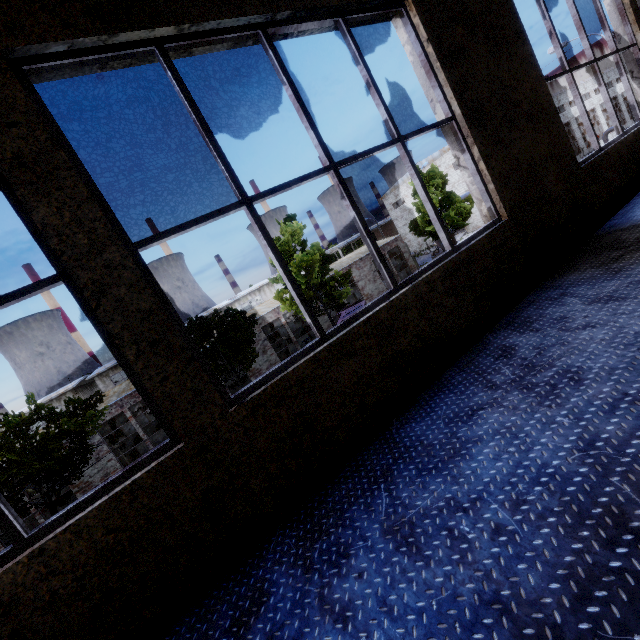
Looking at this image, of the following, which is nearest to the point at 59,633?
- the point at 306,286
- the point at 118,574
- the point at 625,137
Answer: the point at 118,574

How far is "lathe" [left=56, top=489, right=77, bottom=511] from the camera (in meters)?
19.89

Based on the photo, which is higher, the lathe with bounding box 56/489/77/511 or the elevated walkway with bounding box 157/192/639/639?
the elevated walkway with bounding box 157/192/639/639

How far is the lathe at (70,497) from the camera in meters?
19.9

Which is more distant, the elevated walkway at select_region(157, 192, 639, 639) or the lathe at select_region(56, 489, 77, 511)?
the lathe at select_region(56, 489, 77, 511)

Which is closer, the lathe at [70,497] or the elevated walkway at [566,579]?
the elevated walkway at [566,579]
